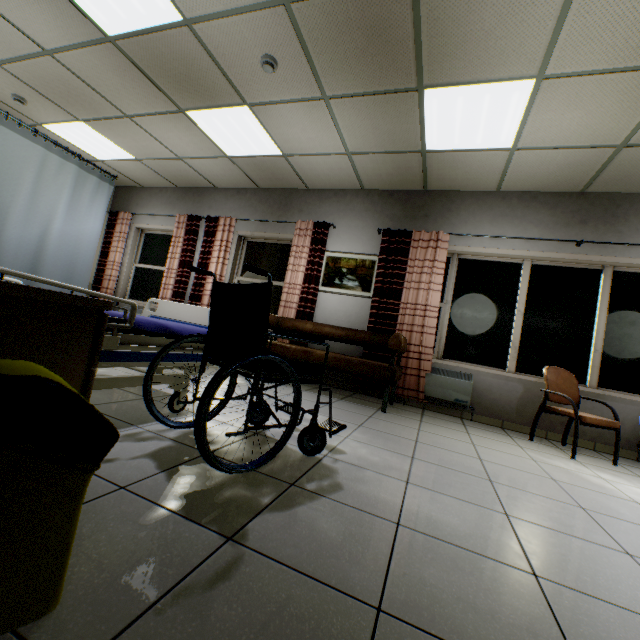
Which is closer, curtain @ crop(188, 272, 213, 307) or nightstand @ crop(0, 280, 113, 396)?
nightstand @ crop(0, 280, 113, 396)

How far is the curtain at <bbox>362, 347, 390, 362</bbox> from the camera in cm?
473

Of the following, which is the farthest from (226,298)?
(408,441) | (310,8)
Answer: (310,8)

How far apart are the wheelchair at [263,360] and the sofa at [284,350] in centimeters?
145cm

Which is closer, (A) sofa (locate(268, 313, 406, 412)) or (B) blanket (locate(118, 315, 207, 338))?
(B) blanket (locate(118, 315, 207, 338))

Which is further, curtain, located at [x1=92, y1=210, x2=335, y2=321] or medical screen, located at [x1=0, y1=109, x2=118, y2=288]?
curtain, located at [x1=92, y1=210, x2=335, y2=321]

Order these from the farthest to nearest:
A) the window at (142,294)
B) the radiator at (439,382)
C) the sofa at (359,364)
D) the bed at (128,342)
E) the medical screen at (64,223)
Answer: the window at (142,294) → the radiator at (439,382) → the sofa at (359,364) → the medical screen at (64,223) → the bed at (128,342)

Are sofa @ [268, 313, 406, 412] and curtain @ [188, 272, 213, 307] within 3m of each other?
yes
